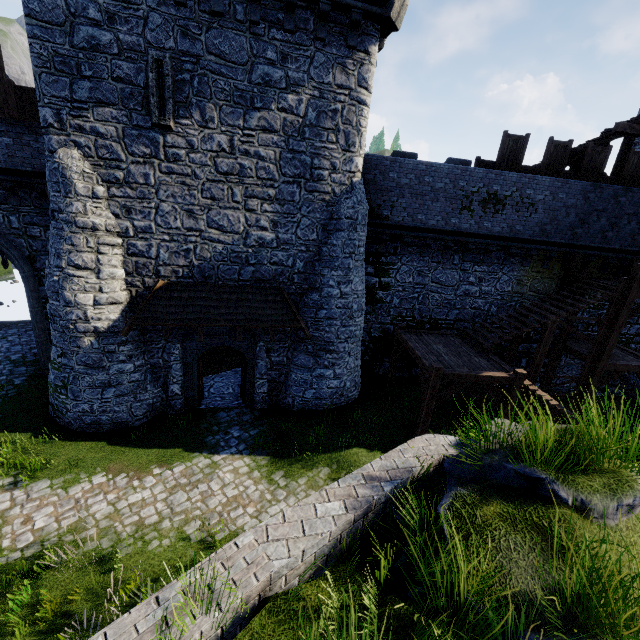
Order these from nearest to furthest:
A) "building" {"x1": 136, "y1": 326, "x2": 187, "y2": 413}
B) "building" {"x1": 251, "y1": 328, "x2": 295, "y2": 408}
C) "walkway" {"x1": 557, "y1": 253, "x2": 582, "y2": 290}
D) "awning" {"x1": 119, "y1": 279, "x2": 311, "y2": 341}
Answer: "awning" {"x1": 119, "y1": 279, "x2": 311, "y2": 341} < "building" {"x1": 136, "y1": 326, "x2": 187, "y2": 413} < "building" {"x1": 251, "y1": 328, "x2": 295, "y2": 408} < "walkway" {"x1": 557, "y1": 253, "x2": 582, "y2": 290}

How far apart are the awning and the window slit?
4.56m

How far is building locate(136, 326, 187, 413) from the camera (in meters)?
11.73

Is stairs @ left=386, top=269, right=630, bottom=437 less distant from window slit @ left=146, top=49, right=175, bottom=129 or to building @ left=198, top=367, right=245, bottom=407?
building @ left=198, top=367, right=245, bottom=407

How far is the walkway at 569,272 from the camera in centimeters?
1466cm

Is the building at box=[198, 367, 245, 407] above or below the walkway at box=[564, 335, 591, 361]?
below

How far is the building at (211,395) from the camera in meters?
13.6 m

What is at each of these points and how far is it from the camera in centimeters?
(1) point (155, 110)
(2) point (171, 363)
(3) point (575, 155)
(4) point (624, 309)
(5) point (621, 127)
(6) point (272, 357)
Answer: (1) window slit, 944cm
(2) building, 1205cm
(3) stairs, 1501cm
(4) walkway, 1237cm
(5) wooden beam, 1400cm
(6) building, 1319cm
